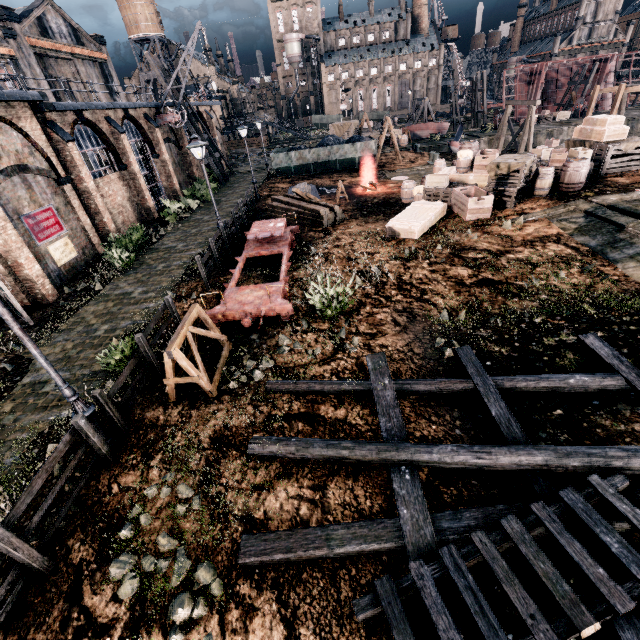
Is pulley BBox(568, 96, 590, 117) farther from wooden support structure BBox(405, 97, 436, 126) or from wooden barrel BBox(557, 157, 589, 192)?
wooden barrel BBox(557, 157, 589, 192)

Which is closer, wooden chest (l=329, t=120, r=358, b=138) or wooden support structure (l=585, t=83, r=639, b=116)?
wooden support structure (l=585, t=83, r=639, b=116)

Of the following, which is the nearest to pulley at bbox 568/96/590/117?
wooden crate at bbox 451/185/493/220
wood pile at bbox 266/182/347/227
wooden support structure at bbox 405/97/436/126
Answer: wooden support structure at bbox 405/97/436/126

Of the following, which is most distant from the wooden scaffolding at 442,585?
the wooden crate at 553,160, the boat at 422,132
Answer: the boat at 422,132

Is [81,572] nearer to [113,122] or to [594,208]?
[594,208]

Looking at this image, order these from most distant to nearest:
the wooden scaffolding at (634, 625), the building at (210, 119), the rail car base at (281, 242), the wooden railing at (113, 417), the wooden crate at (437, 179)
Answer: the building at (210, 119) → the wooden crate at (437, 179) → the rail car base at (281, 242) → the wooden railing at (113, 417) → the wooden scaffolding at (634, 625)

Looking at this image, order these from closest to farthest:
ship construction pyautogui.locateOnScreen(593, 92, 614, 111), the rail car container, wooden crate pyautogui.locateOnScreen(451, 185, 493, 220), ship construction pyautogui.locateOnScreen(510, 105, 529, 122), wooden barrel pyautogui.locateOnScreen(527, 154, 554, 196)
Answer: wooden crate pyautogui.locateOnScreen(451, 185, 493, 220), wooden barrel pyautogui.locateOnScreen(527, 154, 554, 196), the rail car container, ship construction pyautogui.locateOnScreen(593, 92, 614, 111), ship construction pyautogui.locateOnScreen(510, 105, 529, 122)

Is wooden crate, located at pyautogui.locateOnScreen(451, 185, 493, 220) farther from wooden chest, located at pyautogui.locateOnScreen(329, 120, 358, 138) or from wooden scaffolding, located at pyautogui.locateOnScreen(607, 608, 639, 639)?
wooden chest, located at pyautogui.locateOnScreen(329, 120, 358, 138)
